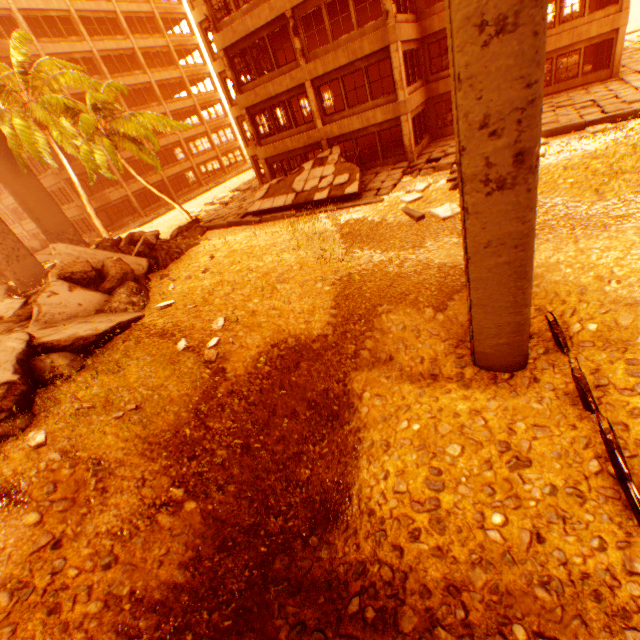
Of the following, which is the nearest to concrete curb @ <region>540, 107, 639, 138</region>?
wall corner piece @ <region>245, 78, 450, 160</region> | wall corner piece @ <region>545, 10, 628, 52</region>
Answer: wall corner piece @ <region>245, 78, 450, 160</region>

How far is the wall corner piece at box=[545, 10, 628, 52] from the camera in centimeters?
1814cm

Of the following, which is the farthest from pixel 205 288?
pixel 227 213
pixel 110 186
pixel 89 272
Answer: pixel 110 186

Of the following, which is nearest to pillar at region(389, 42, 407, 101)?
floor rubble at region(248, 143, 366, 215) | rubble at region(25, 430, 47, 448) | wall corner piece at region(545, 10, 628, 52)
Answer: floor rubble at region(248, 143, 366, 215)

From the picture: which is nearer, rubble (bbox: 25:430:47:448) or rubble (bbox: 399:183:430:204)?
rubble (bbox: 25:430:47:448)

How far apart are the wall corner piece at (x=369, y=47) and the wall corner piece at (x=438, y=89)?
2.1 meters

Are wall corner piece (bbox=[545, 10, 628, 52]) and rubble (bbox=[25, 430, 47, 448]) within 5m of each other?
no

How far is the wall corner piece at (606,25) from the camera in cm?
1814
